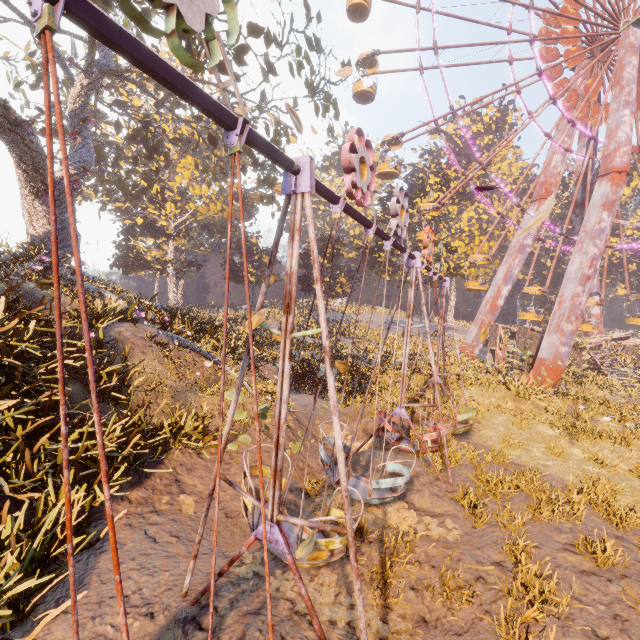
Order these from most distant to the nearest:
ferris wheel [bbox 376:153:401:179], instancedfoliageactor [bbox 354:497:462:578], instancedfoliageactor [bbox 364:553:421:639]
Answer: ferris wheel [bbox 376:153:401:179] < instancedfoliageactor [bbox 354:497:462:578] < instancedfoliageactor [bbox 364:553:421:639]

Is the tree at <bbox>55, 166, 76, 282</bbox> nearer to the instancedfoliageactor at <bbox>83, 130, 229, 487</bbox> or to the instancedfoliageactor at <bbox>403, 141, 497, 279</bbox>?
the instancedfoliageactor at <bbox>83, 130, 229, 487</bbox>

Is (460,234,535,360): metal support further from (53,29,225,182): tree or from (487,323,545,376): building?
(53,29,225,182): tree

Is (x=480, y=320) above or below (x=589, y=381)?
above

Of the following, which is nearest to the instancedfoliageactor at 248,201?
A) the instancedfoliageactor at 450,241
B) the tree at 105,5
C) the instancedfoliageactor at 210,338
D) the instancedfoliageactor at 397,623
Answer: the instancedfoliageactor at 210,338

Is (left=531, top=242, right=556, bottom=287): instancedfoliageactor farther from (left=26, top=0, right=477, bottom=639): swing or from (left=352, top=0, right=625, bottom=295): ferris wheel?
(left=26, top=0, right=477, bottom=639): swing

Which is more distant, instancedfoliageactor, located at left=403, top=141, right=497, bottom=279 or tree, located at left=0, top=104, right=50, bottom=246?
instancedfoliageactor, located at left=403, top=141, right=497, bottom=279

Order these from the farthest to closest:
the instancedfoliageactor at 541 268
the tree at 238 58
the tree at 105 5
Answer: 1. the instancedfoliageactor at 541 268
2. the tree at 238 58
3. the tree at 105 5
